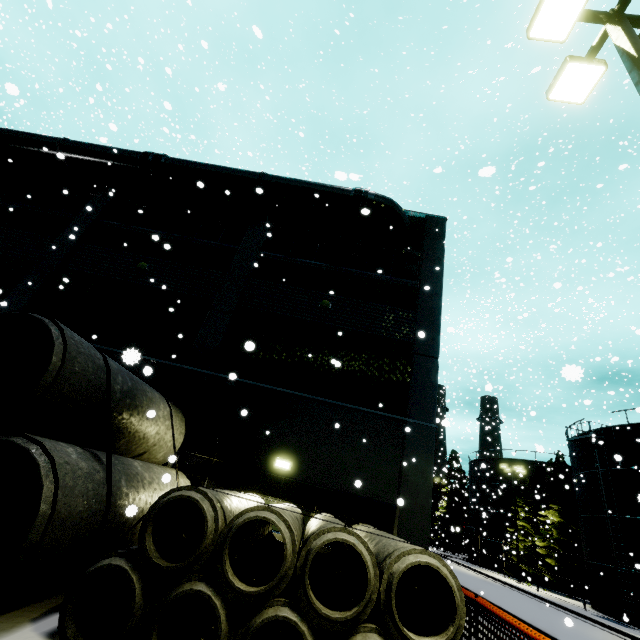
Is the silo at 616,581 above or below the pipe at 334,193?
below

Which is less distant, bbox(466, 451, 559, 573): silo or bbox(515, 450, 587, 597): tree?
bbox(515, 450, 587, 597): tree

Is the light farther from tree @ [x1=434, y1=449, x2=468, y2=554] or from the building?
tree @ [x1=434, y1=449, x2=468, y2=554]

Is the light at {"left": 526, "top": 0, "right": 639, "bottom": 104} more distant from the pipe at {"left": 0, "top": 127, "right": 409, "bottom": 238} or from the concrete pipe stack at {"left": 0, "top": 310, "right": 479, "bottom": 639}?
the pipe at {"left": 0, "top": 127, "right": 409, "bottom": 238}

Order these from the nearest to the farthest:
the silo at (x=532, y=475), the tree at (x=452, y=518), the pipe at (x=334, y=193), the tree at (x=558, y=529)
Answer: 1. the pipe at (x=334, y=193)
2. the tree at (x=558, y=529)
3. the silo at (x=532, y=475)
4. the tree at (x=452, y=518)

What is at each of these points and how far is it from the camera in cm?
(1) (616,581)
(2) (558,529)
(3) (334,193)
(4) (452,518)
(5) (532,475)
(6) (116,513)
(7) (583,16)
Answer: (1) silo, 2167
(2) tree, 3147
(3) pipe, 1395
(4) tree, 4819
(5) silo, 3778
(6) concrete pipe stack, 528
(7) light, 528

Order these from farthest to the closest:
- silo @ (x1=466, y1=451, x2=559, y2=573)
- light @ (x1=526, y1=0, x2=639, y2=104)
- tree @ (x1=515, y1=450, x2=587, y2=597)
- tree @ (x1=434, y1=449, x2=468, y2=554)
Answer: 1. tree @ (x1=434, y1=449, x2=468, y2=554)
2. silo @ (x1=466, y1=451, x2=559, y2=573)
3. tree @ (x1=515, y1=450, x2=587, y2=597)
4. light @ (x1=526, y1=0, x2=639, y2=104)

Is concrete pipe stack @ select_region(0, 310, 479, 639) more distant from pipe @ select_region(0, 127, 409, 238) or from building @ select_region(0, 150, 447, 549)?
pipe @ select_region(0, 127, 409, 238)
